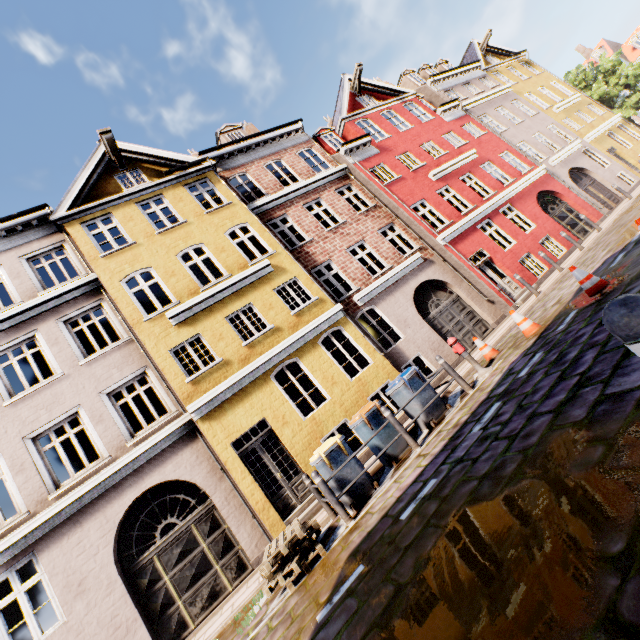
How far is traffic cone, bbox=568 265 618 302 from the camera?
6.32m

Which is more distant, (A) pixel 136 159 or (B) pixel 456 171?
(B) pixel 456 171

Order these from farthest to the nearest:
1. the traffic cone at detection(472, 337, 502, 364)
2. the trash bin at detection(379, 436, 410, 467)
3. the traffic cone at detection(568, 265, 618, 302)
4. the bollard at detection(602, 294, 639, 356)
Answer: the traffic cone at detection(472, 337, 502, 364) < the trash bin at detection(379, 436, 410, 467) < the traffic cone at detection(568, 265, 618, 302) < the bollard at detection(602, 294, 639, 356)

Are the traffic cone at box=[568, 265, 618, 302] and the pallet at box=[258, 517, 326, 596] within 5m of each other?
no

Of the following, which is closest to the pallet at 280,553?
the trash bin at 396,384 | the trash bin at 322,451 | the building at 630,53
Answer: the trash bin at 322,451

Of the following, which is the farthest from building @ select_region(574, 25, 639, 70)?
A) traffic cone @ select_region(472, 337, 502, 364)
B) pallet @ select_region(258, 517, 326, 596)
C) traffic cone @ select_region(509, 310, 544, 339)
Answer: traffic cone @ select_region(509, 310, 544, 339)

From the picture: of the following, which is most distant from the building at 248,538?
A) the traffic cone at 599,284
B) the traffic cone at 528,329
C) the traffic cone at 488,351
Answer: the traffic cone at 599,284

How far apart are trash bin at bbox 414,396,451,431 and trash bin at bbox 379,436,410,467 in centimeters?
35cm
